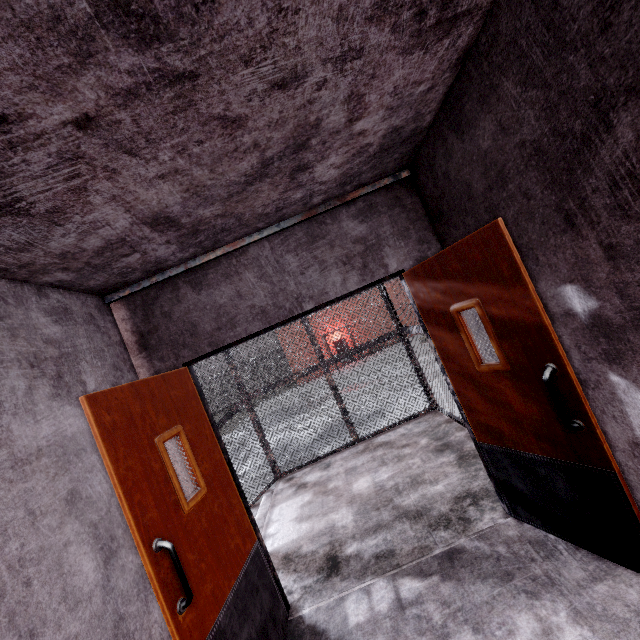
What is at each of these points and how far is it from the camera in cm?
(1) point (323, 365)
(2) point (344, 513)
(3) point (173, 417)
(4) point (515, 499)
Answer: (1) metal cage, 568
(2) stair, 368
(3) door, 229
(4) door, 250

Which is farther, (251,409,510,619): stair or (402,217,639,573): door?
(251,409,510,619): stair

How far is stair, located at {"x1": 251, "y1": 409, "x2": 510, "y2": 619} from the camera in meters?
2.7

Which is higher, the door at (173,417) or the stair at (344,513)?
the door at (173,417)

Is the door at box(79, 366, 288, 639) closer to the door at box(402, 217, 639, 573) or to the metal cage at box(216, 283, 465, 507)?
the metal cage at box(216, 283, 465, 507)

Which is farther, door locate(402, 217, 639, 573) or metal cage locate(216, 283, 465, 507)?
metal cage locate(216, 283, 465, 507)

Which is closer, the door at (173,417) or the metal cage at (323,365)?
the door at (173,417)

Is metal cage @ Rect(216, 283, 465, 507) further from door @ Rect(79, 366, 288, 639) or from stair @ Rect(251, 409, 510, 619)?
door @ Rect(79, 366, 288, 639)
